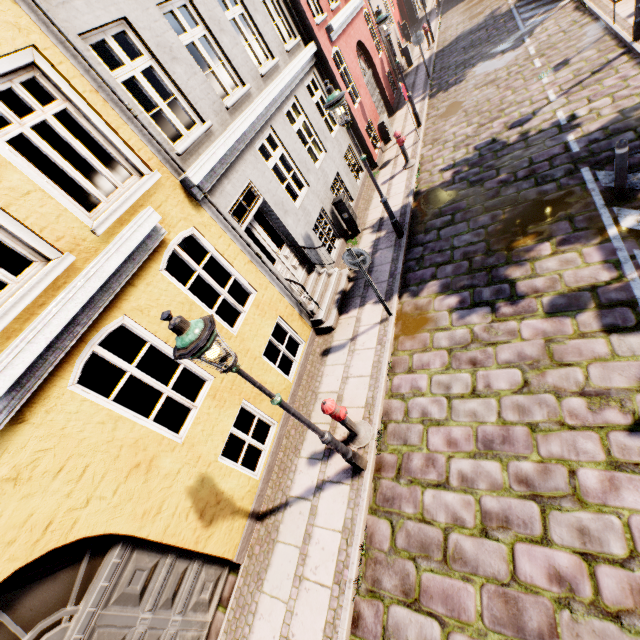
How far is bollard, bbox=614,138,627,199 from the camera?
5.3 meters

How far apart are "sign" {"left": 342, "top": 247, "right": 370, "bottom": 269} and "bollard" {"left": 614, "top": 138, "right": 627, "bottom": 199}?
4.4 meters

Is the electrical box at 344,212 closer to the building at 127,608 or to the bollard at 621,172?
the building at 127,608

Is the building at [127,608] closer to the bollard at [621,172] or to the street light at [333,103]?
the street light at [333,103]

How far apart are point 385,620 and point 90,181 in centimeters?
833cm

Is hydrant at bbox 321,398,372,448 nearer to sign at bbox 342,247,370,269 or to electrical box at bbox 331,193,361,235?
sign at bbox 342,247,370,269

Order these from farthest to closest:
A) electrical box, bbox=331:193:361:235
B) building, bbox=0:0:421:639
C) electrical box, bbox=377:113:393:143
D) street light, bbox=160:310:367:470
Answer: electrical box, bbox=377:113:393:143, electrical box, bbox=331:193:361:235, building, bbox=0:0:421:639, street light, bbox=160:310:367:470

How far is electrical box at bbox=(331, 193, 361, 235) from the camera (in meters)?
9.33
